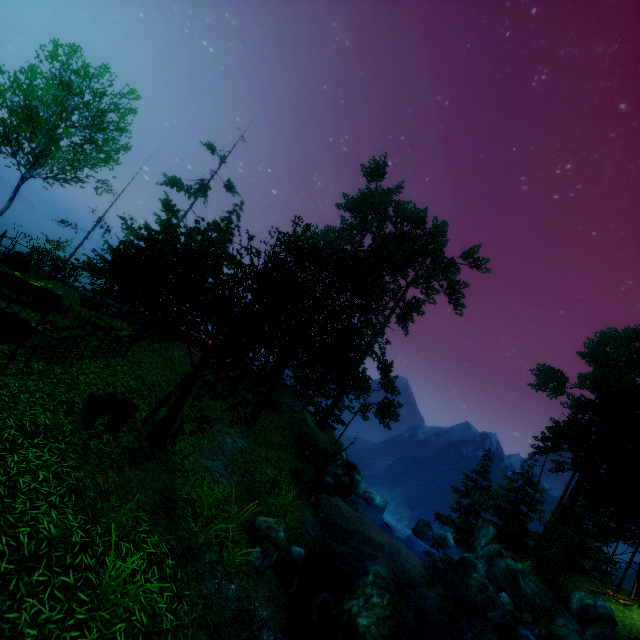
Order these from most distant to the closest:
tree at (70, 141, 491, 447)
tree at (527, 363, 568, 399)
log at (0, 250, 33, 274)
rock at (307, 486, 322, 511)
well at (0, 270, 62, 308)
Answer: tree at (527, 363, 568, 399), log at (0, 250, 33, 274), rock at (307, 486, 322, 511), well at (0, 270, 62, 308), tree at (70, 141, 491, 447)

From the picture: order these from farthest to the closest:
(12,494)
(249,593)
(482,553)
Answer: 1. (482,553)
2. (249,593)
3. (12,494)

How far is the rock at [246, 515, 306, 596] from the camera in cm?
737

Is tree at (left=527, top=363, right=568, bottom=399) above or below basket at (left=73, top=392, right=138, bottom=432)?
above

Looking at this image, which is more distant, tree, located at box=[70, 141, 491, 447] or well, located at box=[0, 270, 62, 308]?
well, located at box=[0, 270, 62, 308]

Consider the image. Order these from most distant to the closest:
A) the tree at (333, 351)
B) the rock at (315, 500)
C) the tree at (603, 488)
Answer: the tree at (603, 488) → the rock at (315, 500) → the tree at (333, 351)

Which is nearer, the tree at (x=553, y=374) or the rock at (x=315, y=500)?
the rock at (x=315, y=500)

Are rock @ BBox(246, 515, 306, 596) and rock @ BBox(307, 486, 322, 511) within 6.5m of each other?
yes
